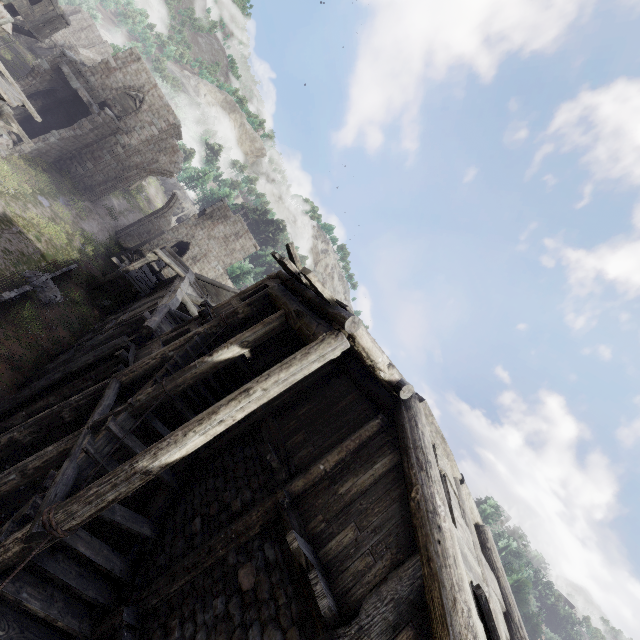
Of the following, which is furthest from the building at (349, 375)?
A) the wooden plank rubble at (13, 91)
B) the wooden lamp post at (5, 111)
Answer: the wooden lamp post at (5, 111)

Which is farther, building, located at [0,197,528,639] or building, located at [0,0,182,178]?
building, located at [0,0,182,178]

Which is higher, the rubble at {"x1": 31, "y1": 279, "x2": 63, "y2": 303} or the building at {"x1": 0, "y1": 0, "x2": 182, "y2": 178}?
the building at {"x1": 0, "y1": 0, "x2": 182, "y2": 178}

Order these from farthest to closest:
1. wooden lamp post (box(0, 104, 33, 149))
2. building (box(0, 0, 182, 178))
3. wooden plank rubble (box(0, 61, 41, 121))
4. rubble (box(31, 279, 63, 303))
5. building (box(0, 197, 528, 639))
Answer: building (box(0, 0, 182, 178))
rubble (box(31, 279, 63, 303))
wooden lamp post (box(0, 104, 33, 149))
wooden plank rubble (box(0, 61, 41, 121))
building (box(0, 197, 528, 639))

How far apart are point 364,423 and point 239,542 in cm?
304

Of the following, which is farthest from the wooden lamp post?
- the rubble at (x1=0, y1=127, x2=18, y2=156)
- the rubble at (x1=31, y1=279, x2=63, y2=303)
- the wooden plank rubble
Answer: the rubble at (x1=0, y1=127, x2=18, y2=156)

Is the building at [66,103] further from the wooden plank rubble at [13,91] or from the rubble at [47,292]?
the rubble at [47,292]
